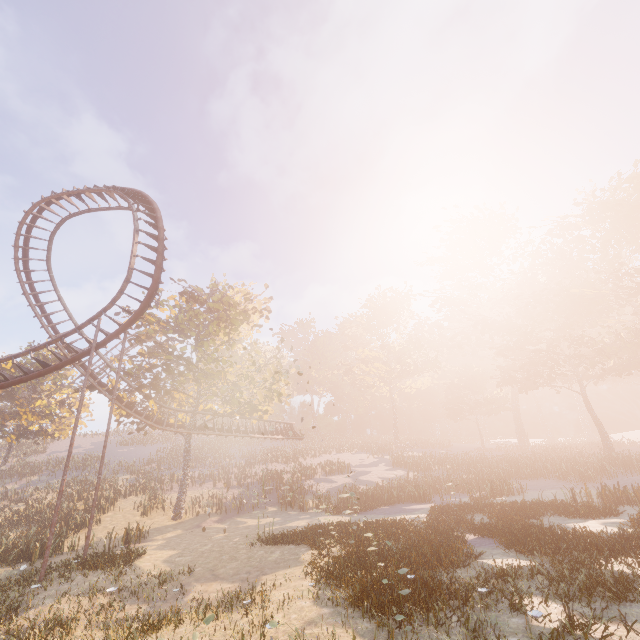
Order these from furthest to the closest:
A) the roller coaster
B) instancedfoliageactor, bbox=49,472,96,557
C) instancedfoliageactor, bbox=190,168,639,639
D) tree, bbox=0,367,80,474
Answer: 1. tree, bbox=0,367,80,474
2. instancedfoliageactor, bbox=49,472,96,557
3. the roller coaster
4. instancedfoliageactor, bbox=190,168,639,639

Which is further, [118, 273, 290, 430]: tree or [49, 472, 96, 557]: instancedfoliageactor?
[118, 273, 290, 430]: tree

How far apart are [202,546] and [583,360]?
42.69m

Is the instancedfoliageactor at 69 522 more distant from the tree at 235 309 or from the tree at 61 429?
the tree at 61 429

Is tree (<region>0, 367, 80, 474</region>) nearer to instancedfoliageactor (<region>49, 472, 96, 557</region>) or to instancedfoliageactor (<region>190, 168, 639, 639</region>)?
instancedfoliageactor (<region>49, 472, 96, 557</region>)

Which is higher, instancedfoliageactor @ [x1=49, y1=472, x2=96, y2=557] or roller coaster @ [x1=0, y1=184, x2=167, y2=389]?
roller coaster @ [x1=0, y1=184, x2=167, y2=389]

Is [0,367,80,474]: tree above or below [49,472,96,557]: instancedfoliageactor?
above

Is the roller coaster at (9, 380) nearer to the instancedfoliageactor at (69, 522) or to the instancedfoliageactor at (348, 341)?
the instancedfoliageactor at (69, 522)
